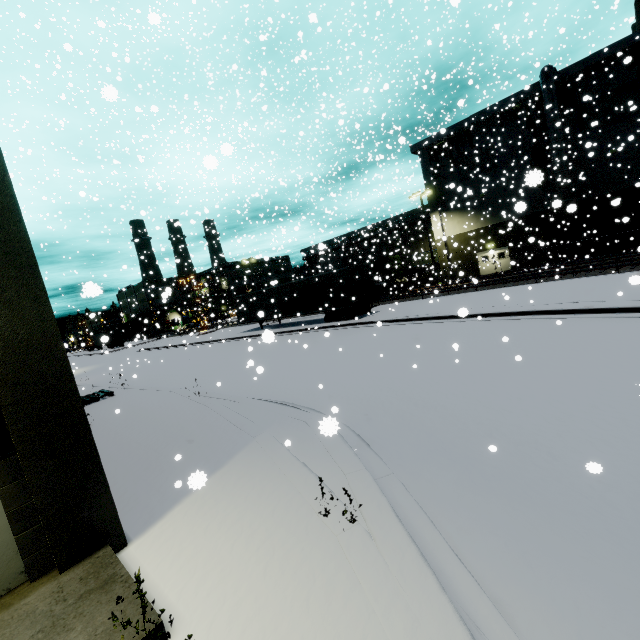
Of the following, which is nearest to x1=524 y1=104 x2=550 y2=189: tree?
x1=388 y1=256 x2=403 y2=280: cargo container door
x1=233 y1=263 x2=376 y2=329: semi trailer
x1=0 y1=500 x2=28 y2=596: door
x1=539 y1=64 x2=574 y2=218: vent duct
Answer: x1=539 y1=64 x2=574 y2=218: vent duct

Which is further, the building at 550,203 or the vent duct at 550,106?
the vent duct at 550,106

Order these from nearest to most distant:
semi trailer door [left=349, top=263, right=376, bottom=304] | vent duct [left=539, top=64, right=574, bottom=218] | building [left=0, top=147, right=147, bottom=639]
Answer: building [left=0, top=147, right=147, bottom=639] < semi trailer door [left=349, top=263, right=376, bottom=304] < vent duct [left=539, top=64, right=574, bottom=218]

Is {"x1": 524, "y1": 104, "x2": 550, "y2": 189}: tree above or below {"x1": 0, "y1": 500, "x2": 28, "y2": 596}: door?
above

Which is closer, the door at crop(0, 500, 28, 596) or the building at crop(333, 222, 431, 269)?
the door at crop(0, 500, 28, 596)

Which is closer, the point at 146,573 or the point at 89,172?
the point at 146,573

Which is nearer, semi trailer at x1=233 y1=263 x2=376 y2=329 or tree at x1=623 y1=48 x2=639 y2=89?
tree at x1=623 y1=48 x2=639 y2=89

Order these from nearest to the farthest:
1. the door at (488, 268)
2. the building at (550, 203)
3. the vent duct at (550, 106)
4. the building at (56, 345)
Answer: the building at (56, 345) < the building at (550, 203) < the vent duct at (550, 106) < the door at (488, 268)
